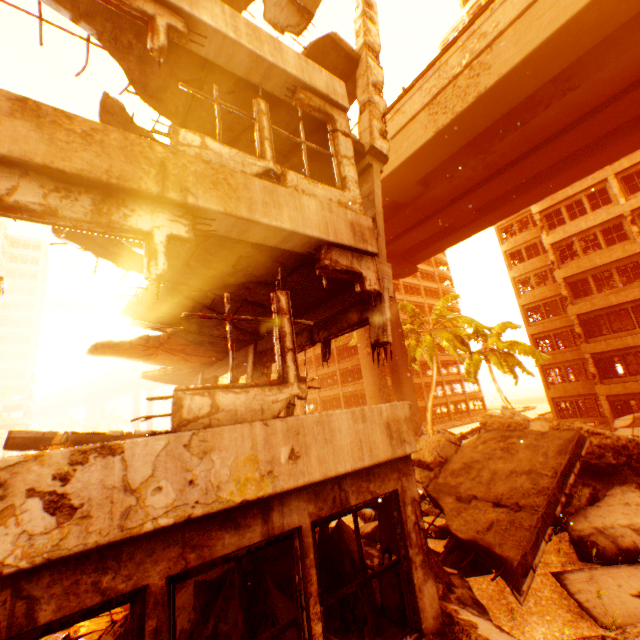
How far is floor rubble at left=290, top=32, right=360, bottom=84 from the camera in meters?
7.6

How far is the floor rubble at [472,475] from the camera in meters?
4.9

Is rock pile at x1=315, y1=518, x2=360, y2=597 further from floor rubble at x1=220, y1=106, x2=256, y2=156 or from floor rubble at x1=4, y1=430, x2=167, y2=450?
floor rubble at x1=220, y1=106, x2=256, y2=156

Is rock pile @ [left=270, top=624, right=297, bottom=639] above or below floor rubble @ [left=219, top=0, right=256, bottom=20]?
below

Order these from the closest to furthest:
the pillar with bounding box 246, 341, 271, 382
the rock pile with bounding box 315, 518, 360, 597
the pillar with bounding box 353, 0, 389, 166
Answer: the rock pile with bounding box 315, 518, 360, 597
the pillar with bounding box 353, 0, 389, 166
the pillar with bounding box 246, 341, 271, 382

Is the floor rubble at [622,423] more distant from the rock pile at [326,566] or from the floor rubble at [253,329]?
the floor rubble at [253,329]

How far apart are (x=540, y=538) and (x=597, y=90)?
18.1 meters

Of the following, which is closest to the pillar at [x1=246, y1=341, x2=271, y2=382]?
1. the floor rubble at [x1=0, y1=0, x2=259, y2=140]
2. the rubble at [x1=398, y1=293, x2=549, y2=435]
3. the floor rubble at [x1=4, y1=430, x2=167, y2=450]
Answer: the floor rubble at [x1=0, y1=0, x2=259, y2=140]
